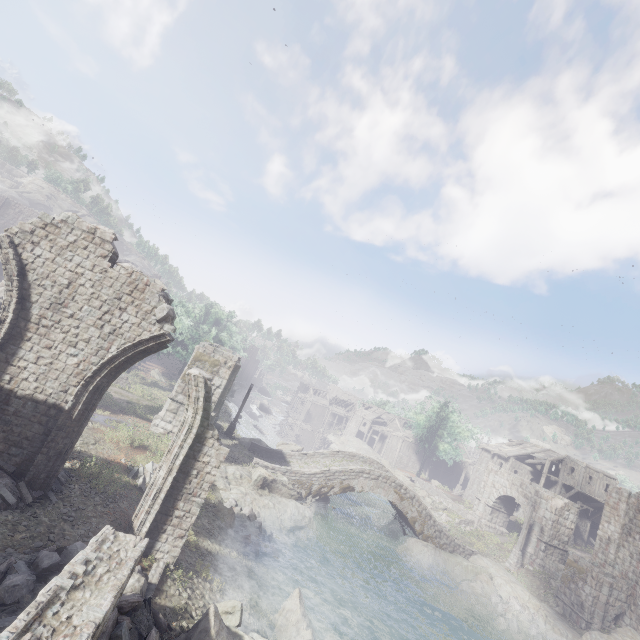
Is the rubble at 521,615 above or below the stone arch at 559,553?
below

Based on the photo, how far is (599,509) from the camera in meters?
38.6 m

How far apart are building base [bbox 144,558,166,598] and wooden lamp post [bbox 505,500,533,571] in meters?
27.9

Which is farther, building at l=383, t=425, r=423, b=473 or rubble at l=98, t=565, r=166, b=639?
building at l=383, t=425, r=423, b=473

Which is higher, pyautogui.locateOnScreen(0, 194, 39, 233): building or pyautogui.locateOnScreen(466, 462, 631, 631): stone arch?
pyautogui.locateOnScreen(0, 194, 39, 233): building

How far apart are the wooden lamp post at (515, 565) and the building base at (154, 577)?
27.88m

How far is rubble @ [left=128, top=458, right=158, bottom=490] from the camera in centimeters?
1302cm

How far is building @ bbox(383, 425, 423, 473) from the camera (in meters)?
56.03
